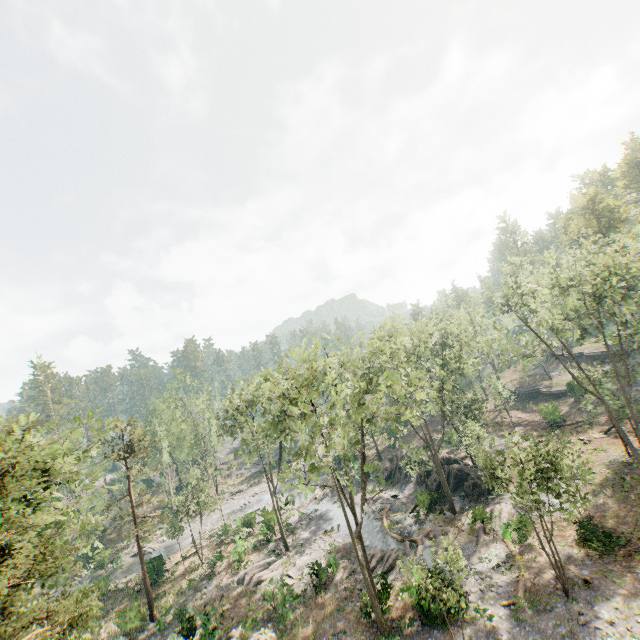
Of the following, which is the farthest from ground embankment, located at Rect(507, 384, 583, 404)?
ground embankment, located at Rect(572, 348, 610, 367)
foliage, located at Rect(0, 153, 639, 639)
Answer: ground embankment, located at Rect(572, 348, 610, 367)

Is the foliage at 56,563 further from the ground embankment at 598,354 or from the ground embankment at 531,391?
the ground embankment at 598,354

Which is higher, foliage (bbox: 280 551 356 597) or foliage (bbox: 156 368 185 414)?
foliage (bbox: 156 368 185 414)

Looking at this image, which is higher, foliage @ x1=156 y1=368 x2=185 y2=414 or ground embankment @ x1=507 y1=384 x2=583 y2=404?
foliage @ x1=156 y1=368 x2=185 y2=414

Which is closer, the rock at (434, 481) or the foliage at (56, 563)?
the foliage at (56, 563)

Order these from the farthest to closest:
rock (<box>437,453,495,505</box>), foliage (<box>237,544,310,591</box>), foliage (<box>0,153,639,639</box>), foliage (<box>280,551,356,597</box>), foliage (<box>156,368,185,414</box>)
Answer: foliage (<box>156,368,185,414</box>)
rock (<box>437,453,495,505</box>)
foliage (<box>237,544,310,591</box>)
foliage (<box>280,551,356,597</box>)
foliage (<box>0,153,639,639</box>)

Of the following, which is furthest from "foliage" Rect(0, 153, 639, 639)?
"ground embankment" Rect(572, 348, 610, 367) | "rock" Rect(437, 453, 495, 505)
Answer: "ground embankment" Rect(572, 348, 610, 367)

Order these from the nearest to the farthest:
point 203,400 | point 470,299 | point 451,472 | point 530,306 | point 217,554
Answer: point 530,306, point 470,299, point 451,472, point 217,554, point 203,400
